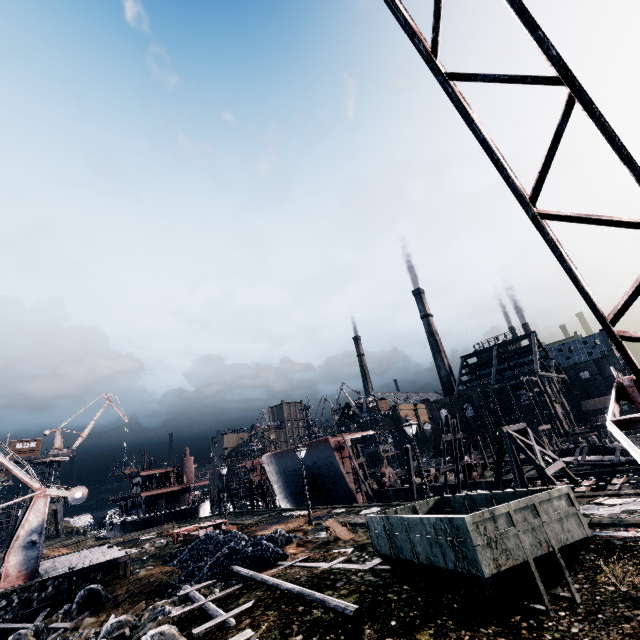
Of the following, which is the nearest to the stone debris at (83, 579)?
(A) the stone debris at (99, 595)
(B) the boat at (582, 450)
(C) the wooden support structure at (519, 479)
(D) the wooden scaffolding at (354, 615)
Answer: (A) the stone debris at (99, 595)

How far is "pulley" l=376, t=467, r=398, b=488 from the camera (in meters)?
42.66

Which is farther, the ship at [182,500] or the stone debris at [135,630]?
the ship at [182,500]

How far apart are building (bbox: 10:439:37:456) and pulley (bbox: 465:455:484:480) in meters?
73.5

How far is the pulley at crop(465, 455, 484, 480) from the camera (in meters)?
36.28

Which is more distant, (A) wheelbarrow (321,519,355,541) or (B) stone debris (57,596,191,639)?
(A) wheelbarrow (321,519,355,541)

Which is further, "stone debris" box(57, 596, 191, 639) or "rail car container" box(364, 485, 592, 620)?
"stone debris" box(57, 596, 191, 639)

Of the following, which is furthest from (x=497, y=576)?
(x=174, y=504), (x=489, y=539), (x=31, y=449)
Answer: (x=31, y=449)
